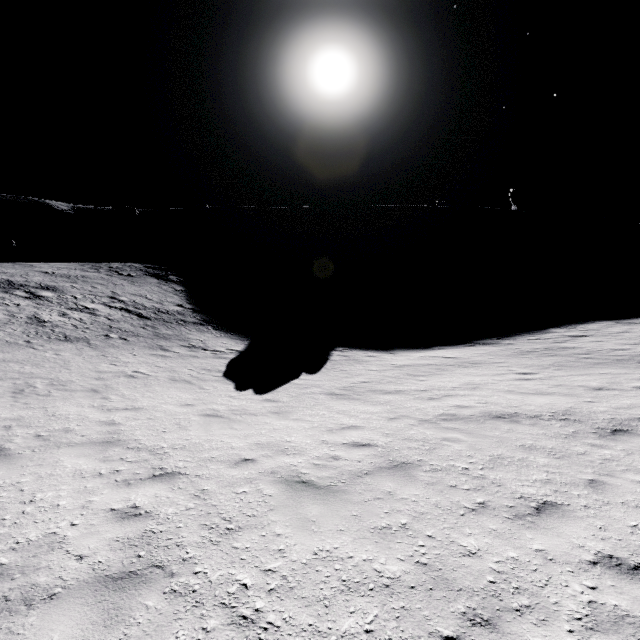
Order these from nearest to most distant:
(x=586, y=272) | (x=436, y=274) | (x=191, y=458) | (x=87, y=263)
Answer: (x=191, y=458) → (x=87, y=263) → (x=586, y=272) → (x=436, y=274)
